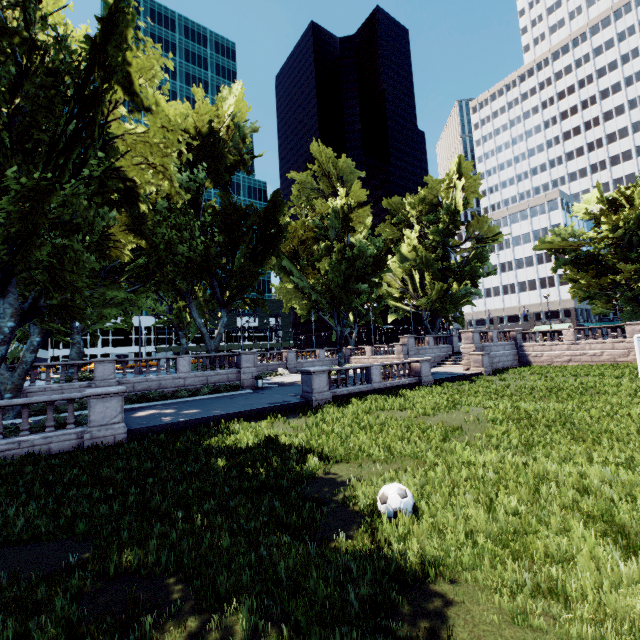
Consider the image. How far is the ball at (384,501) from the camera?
5.84m

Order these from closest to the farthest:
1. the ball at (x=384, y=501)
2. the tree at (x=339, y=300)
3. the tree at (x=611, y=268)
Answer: the ball at (x=384, y=501) < the tree at (x=339, y=300) < the tree at (x=611, y=268)

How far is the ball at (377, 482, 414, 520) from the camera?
5.8 meters

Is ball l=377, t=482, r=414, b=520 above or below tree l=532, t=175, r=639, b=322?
below

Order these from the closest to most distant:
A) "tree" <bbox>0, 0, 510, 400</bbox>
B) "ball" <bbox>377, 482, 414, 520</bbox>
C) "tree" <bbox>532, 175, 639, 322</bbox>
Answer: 1. "ball" <bbox>377, 482, 414, 520</bbox>
2. "tree" <bbox>0, 0, 510, 400</bbox>
3. "tree" <bbox>532, 175, 639, 322</bbox>

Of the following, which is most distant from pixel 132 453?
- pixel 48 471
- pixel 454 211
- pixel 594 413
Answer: pixel 454 211

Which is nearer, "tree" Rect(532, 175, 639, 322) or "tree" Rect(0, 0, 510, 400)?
"tree" Rect(0, 0, 510, 400)

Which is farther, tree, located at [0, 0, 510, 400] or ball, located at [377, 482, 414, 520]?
tree, located at [0, 0, 510, 400]
